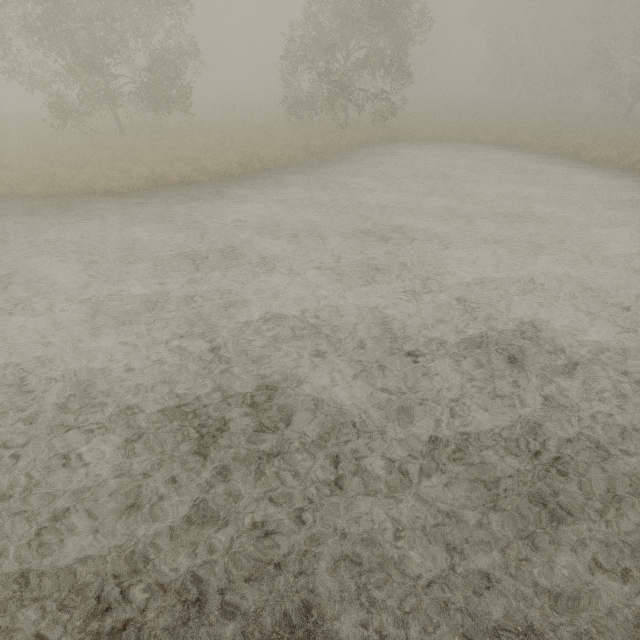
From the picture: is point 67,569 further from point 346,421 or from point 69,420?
point 346,421
